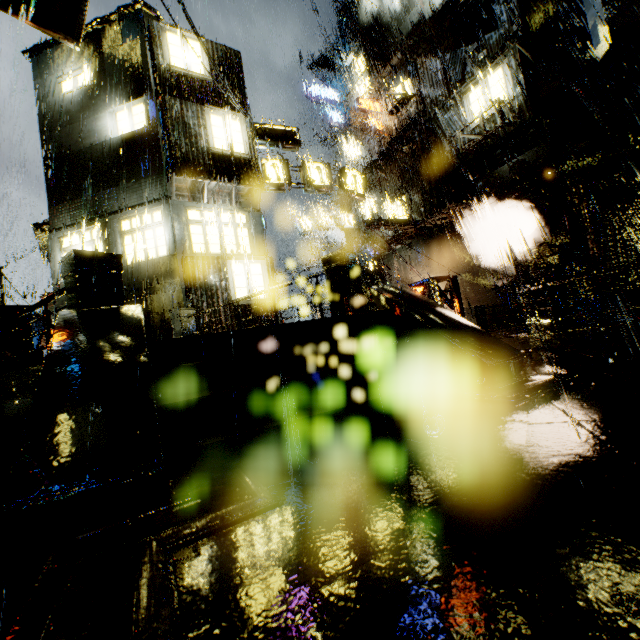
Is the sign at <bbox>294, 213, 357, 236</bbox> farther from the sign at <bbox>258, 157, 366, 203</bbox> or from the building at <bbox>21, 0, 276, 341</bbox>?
the sign at <bbox>258, 157, 366, 203</bbox>

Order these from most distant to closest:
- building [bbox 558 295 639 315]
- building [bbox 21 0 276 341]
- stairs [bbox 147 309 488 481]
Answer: building [bbox 558 295 639 315] < building [bbox 21 0 276 341] < stairs [bbox 147 309 488 481]

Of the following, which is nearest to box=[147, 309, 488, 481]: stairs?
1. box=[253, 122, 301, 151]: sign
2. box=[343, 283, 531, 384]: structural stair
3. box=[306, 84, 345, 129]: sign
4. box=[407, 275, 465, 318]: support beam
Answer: box=[343, 283, 531, 384]: structural stair

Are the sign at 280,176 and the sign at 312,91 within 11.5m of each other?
no

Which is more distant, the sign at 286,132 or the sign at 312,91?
the sign at 312,91

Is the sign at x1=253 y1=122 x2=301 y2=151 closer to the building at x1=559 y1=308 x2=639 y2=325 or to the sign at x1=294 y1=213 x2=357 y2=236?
the building at x1=559 y1=308 x2=639 y2=325

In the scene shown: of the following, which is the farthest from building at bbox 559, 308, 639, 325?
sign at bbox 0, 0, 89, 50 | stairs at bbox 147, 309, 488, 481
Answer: stairs at bbox 147, 309, 488, 481

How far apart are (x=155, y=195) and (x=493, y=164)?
16.2 meters
